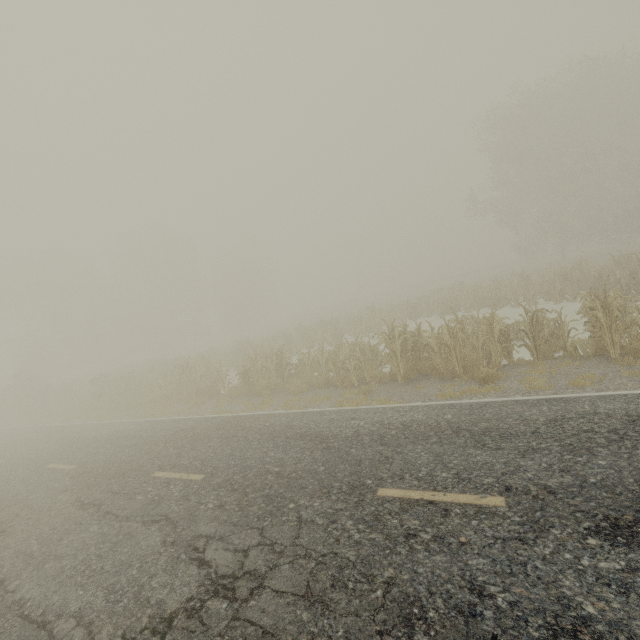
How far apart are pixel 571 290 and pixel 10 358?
57.64m
